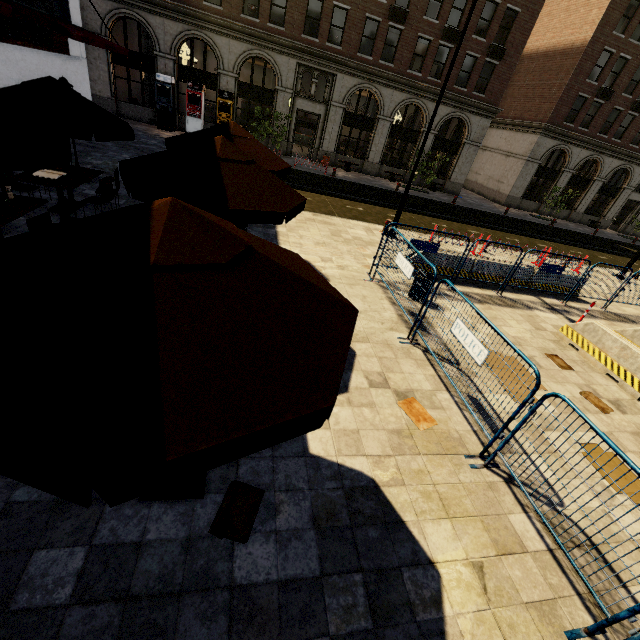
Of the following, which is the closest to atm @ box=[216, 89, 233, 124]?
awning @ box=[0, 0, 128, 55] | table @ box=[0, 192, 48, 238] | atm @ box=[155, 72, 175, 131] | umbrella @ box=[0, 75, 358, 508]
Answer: atm @ box=[155, 72, 175, 131]

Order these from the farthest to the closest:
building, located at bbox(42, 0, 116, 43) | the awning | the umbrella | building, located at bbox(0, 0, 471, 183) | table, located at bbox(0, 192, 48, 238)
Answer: building, located at bbox(0, 0, 471, 183) → building, located at bbox(42, 0, 116, 43) → the awning → table, located at bbox(0, 192, 48, 238) → the umbrella

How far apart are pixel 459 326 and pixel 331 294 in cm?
364

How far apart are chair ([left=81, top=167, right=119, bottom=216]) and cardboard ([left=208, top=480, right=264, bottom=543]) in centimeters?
782cm

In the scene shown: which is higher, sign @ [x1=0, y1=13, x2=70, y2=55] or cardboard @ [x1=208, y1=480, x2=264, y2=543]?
sign @ [x1=0, y1=13, x2=70, y2=55]

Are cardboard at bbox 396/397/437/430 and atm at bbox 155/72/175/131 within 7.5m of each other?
no

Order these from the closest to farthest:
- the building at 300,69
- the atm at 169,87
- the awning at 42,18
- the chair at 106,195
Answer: the chair at 106,195 < the awning at 42,18 < the building at 300,69 < the atm at 169,87

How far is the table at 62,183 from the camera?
7.26m
